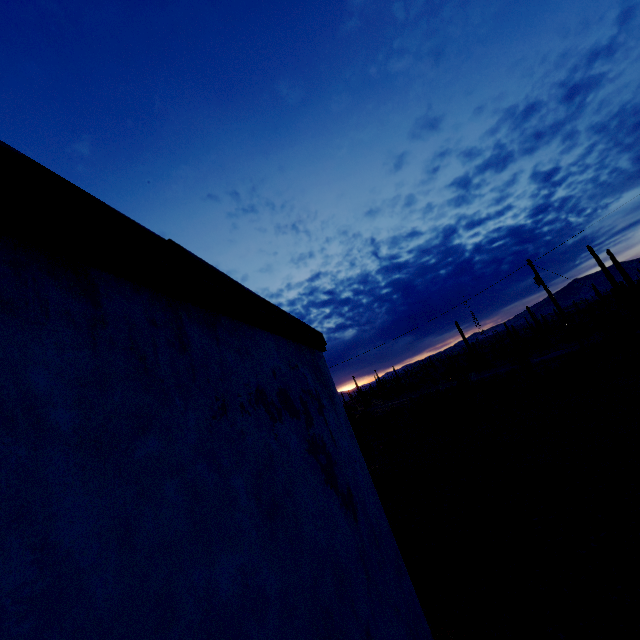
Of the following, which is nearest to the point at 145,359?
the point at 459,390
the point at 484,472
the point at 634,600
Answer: the point at 634,600
